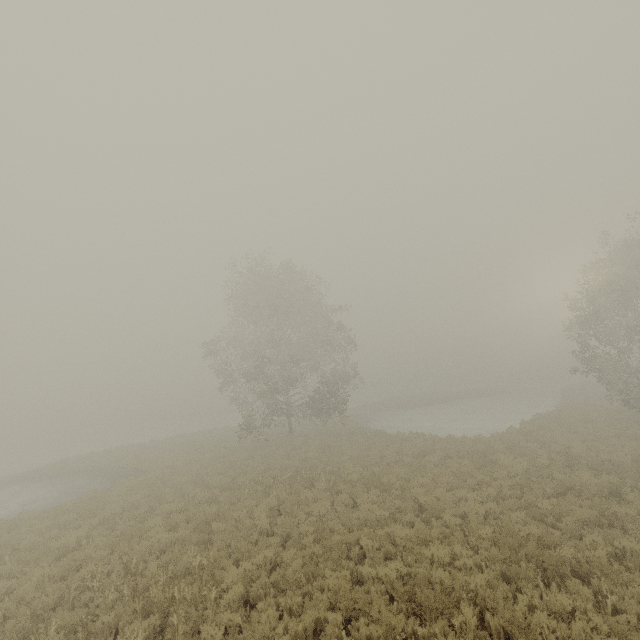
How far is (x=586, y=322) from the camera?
24.7 meters
